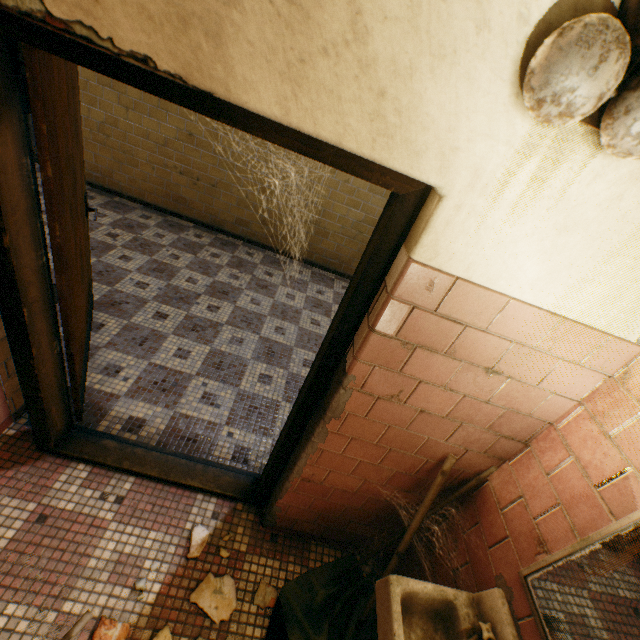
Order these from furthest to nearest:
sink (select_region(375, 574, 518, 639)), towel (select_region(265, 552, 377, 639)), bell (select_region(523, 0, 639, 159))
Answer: towel (select_region(265, 552, 377, 639)) < sink (select_region(375, 574, 518, 639)) < bell (select_region(523, 0, 639, 159))

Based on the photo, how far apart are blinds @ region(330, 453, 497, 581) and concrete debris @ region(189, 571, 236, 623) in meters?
0.6 m

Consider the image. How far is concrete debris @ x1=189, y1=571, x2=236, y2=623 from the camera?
1.67m

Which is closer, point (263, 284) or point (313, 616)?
point (313, 616)

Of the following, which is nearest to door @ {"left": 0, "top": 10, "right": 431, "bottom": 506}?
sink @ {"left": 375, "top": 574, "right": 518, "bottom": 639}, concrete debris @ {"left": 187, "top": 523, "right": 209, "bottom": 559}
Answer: concrete debris @ {"left": 187, "top": 523, "right": 209, "bottom": 559}

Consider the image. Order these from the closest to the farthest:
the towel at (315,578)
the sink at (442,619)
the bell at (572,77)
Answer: the bell at (572,77) → the sink at (442,619) → the towel at (315,578)

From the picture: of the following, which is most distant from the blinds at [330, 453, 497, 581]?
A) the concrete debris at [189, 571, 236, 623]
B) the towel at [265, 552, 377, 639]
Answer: the concrete debris at [189, 571, 236, 623]

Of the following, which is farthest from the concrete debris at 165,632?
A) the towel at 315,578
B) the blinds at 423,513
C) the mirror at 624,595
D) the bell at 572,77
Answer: the bell at 572,77
